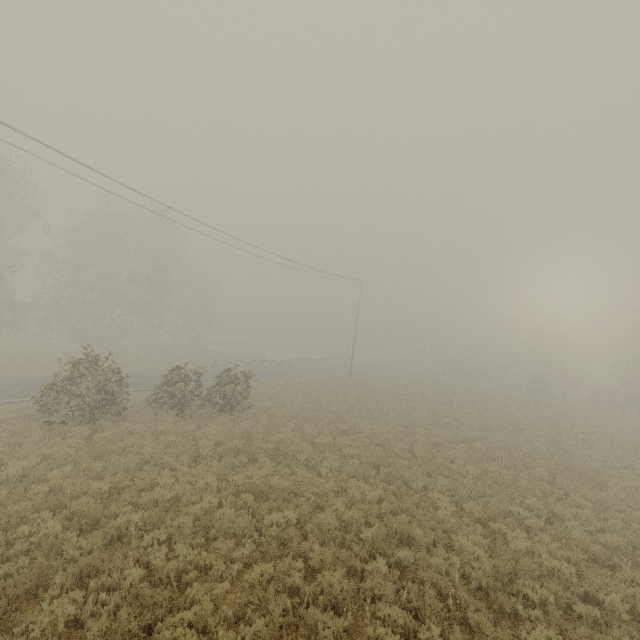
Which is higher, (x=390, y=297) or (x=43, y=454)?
(x=390, y=297)
